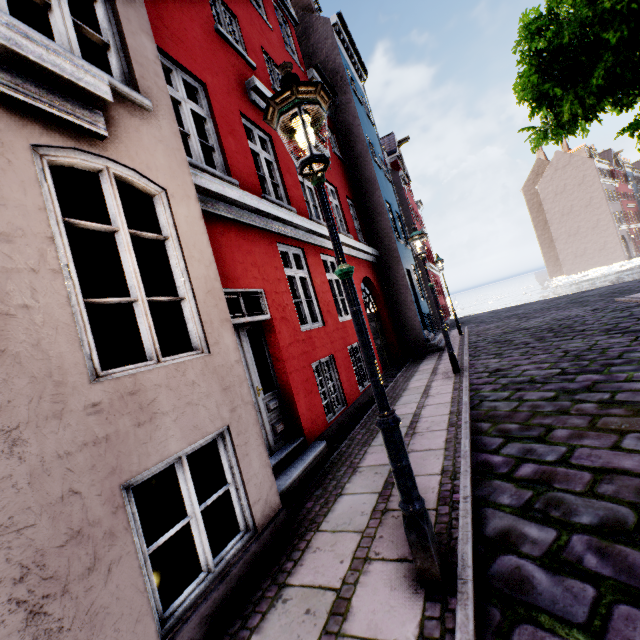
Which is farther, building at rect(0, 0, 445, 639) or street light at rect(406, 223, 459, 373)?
street light at rect(406, 223, 459, 373)

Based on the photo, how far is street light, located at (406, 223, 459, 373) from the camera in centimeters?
816cm

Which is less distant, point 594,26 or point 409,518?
point 409,518

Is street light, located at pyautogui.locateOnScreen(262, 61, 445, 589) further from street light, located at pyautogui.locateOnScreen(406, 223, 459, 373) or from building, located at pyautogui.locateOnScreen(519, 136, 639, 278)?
street light, located at pyautogui.locateOnScreen(406, 223, 459, 373)

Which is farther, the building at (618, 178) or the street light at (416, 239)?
the building at (618, 178)

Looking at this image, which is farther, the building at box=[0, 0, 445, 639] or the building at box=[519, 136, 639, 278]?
the building at box=[519, 136, 639, 278]

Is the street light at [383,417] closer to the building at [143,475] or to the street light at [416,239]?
the building at [143,475]
